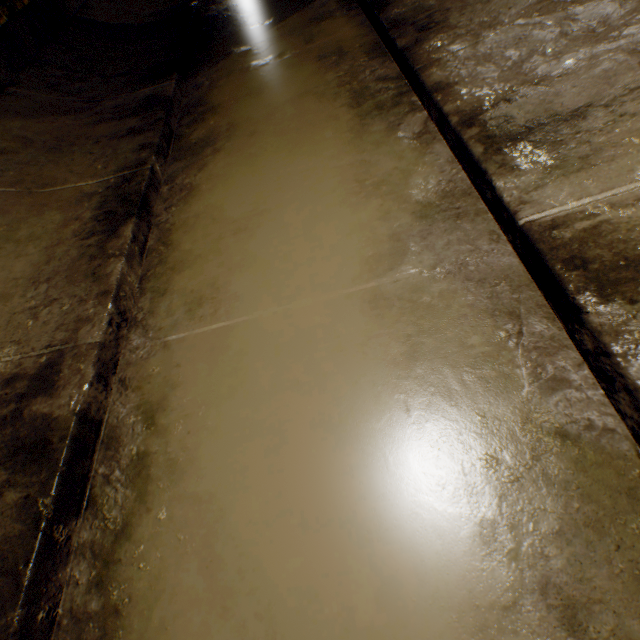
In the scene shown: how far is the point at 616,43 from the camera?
1.3 meters
